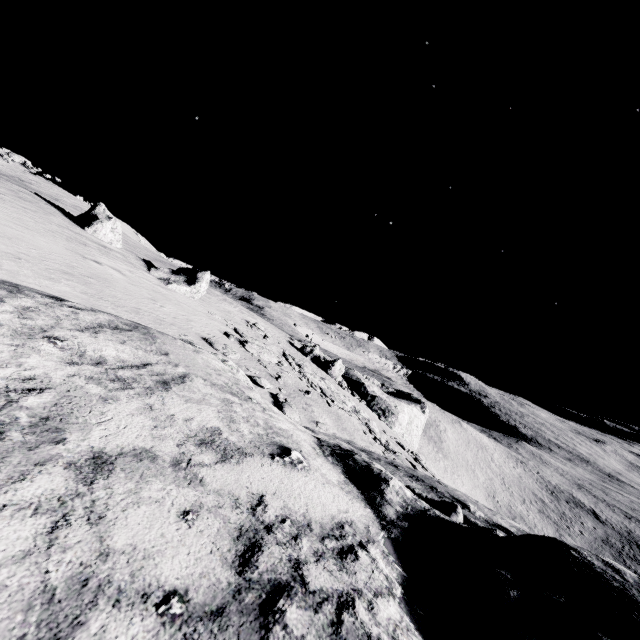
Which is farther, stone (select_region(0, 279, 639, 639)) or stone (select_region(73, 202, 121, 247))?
stone (select_region(73, 202, 121, 247))

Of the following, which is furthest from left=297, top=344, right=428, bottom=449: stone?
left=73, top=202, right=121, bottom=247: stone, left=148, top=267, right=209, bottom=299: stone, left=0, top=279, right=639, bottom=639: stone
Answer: left=73, top=202, right=121, bottom=247: stone

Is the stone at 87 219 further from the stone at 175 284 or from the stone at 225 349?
the stone at 225 349

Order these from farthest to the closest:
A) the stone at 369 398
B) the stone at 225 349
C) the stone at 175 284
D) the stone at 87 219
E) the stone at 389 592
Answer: the stone at 369 398
the stone at 175 284
the stone at 87 219
the stone at 225 349
the stone at 389 592

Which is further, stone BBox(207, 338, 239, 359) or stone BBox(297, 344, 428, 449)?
stone BBox(297, 344, 428, 449)

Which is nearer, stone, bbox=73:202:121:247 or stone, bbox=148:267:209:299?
stone, bbox=73:202:121:247

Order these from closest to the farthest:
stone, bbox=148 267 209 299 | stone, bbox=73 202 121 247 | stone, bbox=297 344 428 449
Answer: stone, bbox=73 202 121 247 < stone, bbox=148 267 209 299 < stone, bbox=297 344 428 449

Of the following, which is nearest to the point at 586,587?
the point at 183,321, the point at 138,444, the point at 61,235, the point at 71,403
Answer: the point at 138,444
